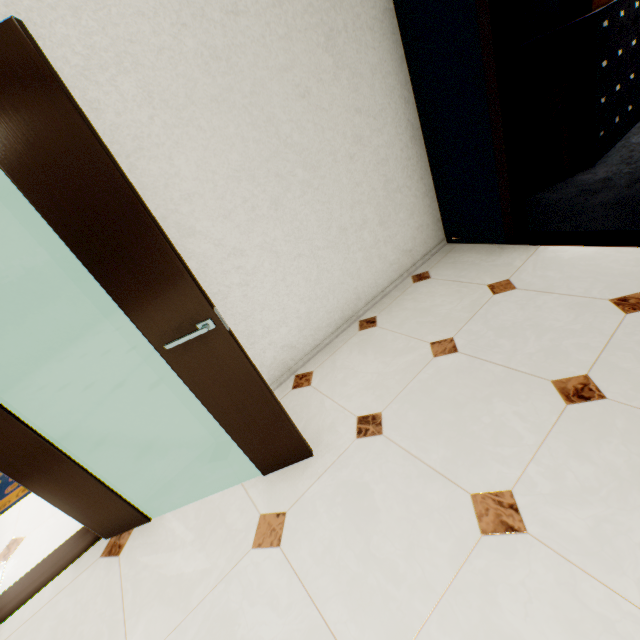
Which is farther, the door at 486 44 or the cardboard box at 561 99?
the cardboard box at 561 99

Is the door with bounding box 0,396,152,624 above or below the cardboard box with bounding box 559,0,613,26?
below

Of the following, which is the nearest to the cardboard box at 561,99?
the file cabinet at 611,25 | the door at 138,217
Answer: the file cabinet at 611,25

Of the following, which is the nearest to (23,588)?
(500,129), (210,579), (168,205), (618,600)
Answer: (210,579)

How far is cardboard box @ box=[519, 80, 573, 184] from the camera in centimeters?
317cm

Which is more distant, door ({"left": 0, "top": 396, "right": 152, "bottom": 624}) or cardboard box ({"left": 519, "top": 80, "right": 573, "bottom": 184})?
cardboard box ({"left": 519, "top": 80, "right": 573, "bottom": 184})

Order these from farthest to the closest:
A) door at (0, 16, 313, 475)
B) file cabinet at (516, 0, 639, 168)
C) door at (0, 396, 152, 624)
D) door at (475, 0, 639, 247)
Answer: file cabinet at (516, 0, 639, 168)
door at (475, 0, 639, 247)
door at (0, 396, 152, 624)
door at (0, 16, 313, 475)

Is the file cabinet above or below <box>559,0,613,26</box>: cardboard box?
below
